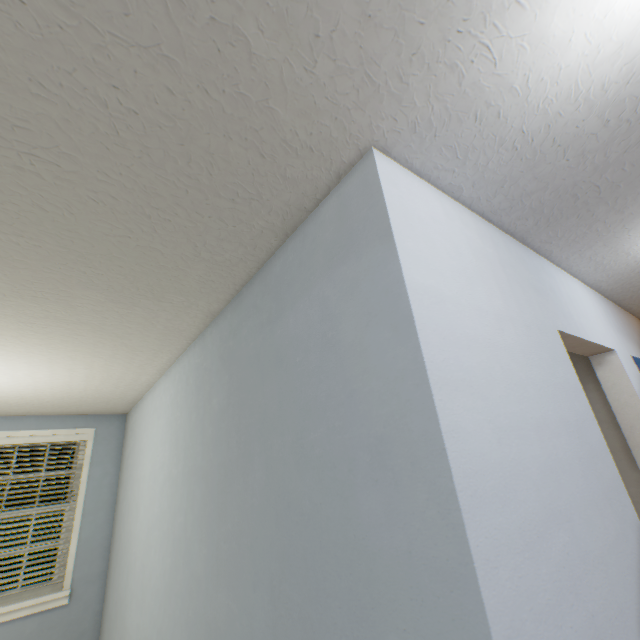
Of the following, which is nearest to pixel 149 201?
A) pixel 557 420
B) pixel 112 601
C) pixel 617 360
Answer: pixel 557 420
